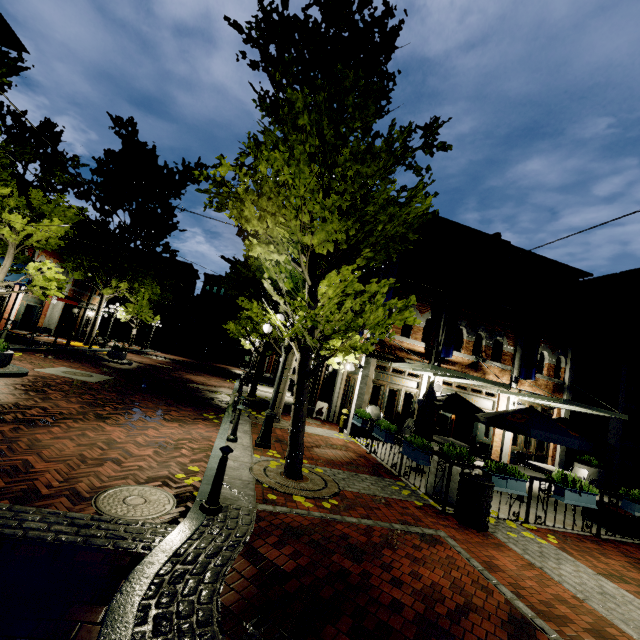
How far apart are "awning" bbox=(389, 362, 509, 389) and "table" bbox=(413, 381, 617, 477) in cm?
97

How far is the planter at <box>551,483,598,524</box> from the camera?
6.85m

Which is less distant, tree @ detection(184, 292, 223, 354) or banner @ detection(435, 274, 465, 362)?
banner @ detection(435, 274, 465, 362)

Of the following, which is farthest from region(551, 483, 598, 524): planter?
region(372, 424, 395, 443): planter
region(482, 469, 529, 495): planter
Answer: region(372, 424, 395, 443): planter

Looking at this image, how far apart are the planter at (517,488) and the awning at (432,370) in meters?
3.7 m

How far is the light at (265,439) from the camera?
8.1m

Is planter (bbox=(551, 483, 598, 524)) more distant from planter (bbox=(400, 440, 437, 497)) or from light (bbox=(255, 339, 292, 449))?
light (bbox=(255, 339, 292, 449))

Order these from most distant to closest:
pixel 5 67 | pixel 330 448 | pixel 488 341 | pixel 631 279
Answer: pixel 631 279
pixel 488 341
pixel 5 67
pixel 330 448
